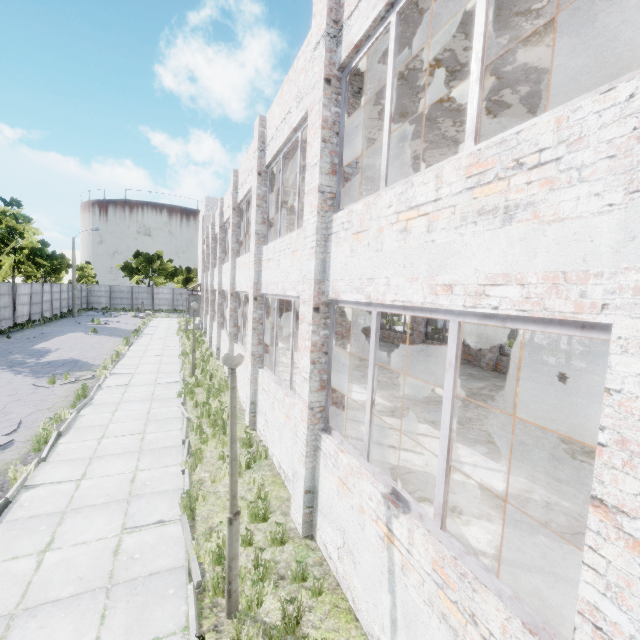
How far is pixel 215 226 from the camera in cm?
2073

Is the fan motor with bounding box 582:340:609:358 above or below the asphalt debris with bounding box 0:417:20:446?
above

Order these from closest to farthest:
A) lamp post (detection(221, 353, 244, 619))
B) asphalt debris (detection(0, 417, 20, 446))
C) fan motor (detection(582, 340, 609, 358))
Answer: lamp post (detection(221, 353, 244, 619))
asphalt debris (detection(0, 417, 20, 446))
fan motor (detection(582, 340, 609, 358))

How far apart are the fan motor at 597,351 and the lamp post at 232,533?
31.1m

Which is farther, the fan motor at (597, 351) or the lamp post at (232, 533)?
the fan motor at (597, 351)

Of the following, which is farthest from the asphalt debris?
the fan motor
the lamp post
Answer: the fan motor
